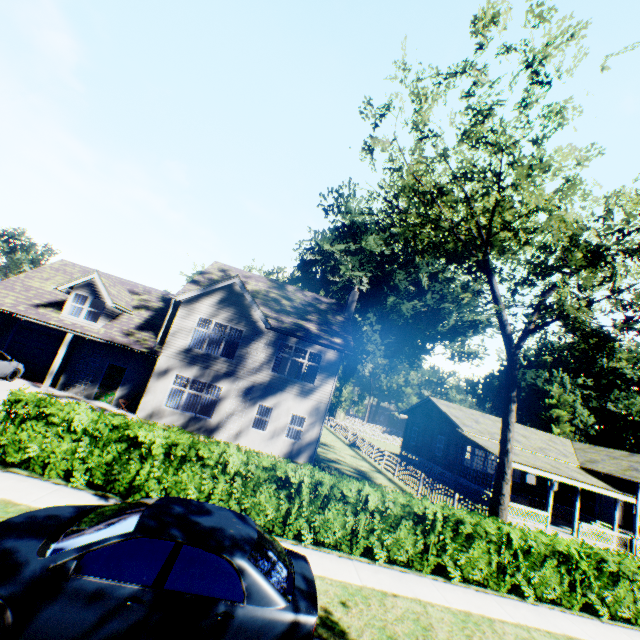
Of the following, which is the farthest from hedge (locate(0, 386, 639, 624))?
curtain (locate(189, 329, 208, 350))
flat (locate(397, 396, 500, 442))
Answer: flat (locate(397, 396, 500, 442))

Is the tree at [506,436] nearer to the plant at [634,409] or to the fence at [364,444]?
the fence at [364,444]

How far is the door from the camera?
18.53m

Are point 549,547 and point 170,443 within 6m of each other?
no

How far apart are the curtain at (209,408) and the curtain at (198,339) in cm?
220

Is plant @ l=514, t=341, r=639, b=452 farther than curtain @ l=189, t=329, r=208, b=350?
Yes

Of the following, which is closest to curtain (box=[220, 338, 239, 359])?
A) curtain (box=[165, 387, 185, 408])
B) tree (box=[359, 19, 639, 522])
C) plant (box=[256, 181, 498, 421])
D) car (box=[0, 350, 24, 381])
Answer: curtain (box=[165, 387, 185, 408])

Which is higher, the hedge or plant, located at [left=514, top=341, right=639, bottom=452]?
plant, located at [left=514, top=341, right=639, bottom=452]
